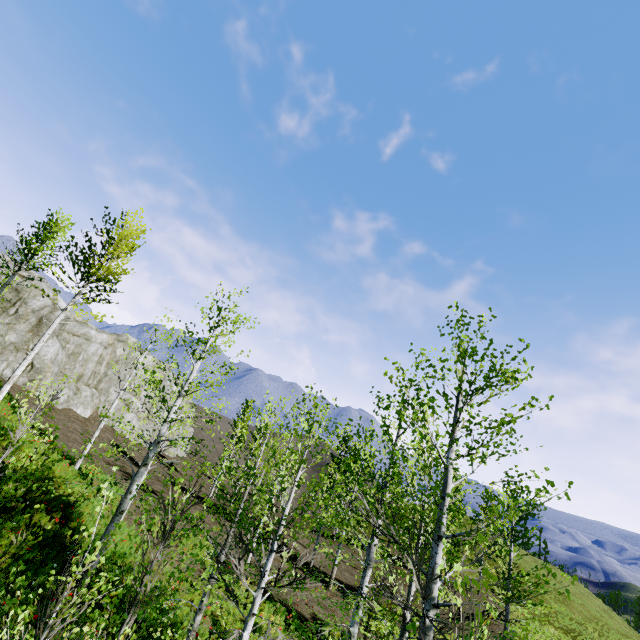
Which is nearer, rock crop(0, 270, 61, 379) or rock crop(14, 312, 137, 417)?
rock crop(0, 270, 61, 379)

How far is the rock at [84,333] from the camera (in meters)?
24.33

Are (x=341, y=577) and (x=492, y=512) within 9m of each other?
no

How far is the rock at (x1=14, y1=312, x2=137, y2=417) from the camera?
24.33m

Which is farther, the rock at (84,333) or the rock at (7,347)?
the rock at (84,333)
